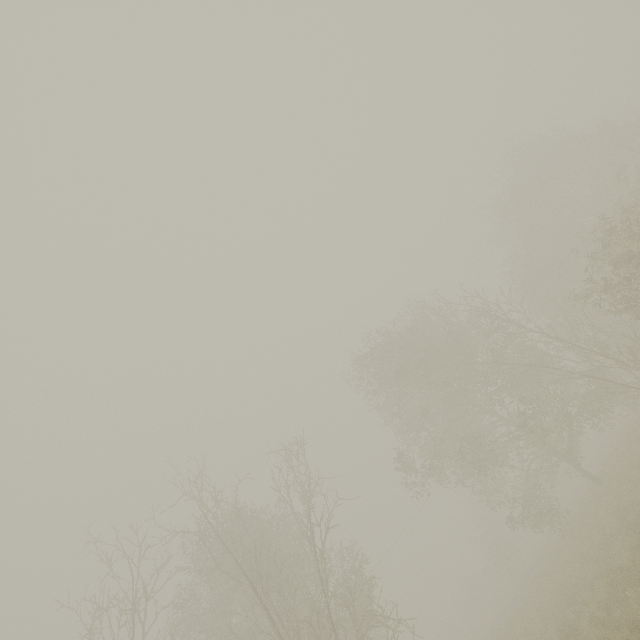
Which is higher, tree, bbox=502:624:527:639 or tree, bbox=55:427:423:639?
tree, bbox=55:427:423:639

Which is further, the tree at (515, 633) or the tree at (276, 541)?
the tree at (515, 633)

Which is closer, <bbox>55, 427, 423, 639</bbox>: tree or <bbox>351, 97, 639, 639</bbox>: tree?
<bbox>55, 427, 423, 639</bbox>: tree

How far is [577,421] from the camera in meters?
18.2

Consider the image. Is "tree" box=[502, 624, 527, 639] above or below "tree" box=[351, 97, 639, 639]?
below
